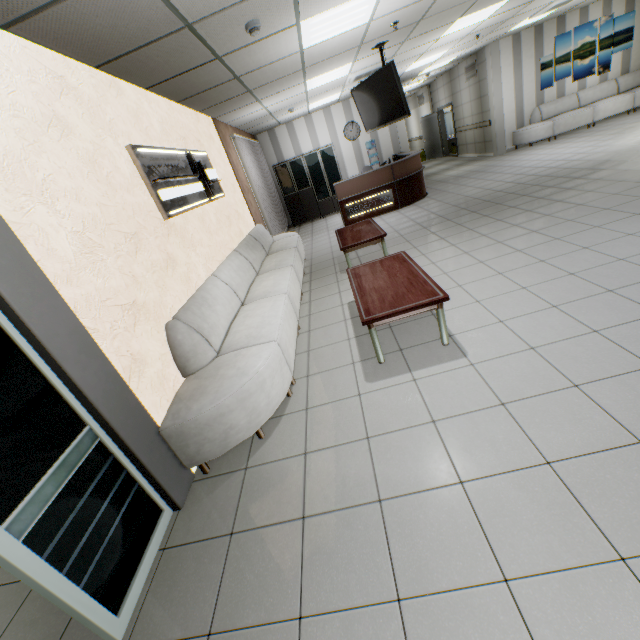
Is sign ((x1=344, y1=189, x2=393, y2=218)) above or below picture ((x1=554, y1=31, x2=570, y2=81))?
below

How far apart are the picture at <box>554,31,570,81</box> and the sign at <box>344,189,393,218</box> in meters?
6.9

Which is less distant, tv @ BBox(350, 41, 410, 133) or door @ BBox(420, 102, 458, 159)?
tv @ BBox(350, 41, 410, 133)

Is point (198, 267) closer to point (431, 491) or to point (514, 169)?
point (431, 491)

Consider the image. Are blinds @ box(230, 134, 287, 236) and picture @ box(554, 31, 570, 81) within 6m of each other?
no

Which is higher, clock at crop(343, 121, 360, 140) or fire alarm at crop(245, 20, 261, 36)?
fire alarm at crop(245, 20, 261, 36)

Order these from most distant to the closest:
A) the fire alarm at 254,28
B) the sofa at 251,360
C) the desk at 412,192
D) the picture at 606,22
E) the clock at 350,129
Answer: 1. the clock at 350,129
2. the picture at 606,22
3. the desk at 412,192
4. the fire alarm at 254,28
5. the sofa at 251,360

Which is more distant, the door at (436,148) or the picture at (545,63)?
the door at (436,148)
